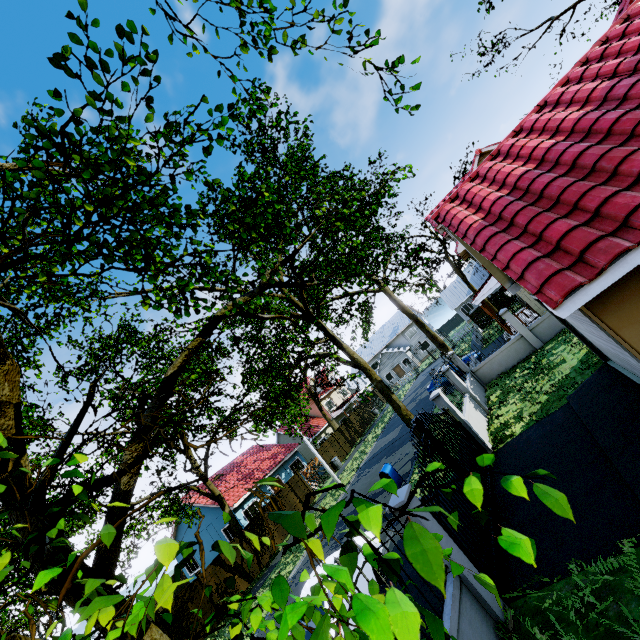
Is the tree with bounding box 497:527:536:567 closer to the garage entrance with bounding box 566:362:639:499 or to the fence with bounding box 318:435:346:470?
the fence with bounding box 318:435:346:470

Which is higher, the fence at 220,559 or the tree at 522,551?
the tree at 522,551

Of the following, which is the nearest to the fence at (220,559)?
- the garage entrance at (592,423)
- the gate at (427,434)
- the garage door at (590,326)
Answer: the gate at (427,434)

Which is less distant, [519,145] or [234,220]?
[519,145]

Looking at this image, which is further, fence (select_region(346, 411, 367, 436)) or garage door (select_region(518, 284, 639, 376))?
fence (select_region(346, 411, 367, 436))

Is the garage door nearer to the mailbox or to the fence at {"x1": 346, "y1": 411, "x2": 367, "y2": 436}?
the fence at {"x1": 346, "y1": 411, "x2": 367, "y2": 436}

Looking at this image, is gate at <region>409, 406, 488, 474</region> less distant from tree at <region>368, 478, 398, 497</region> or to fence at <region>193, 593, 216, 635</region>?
fence at <region>193, 593, 216, 635</region>

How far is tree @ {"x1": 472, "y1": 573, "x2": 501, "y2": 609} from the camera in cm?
106
